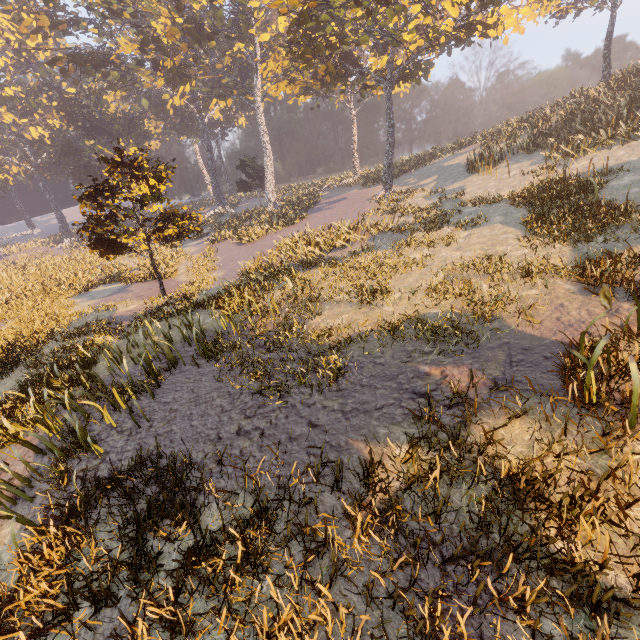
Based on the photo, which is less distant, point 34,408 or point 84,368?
point 34,408
